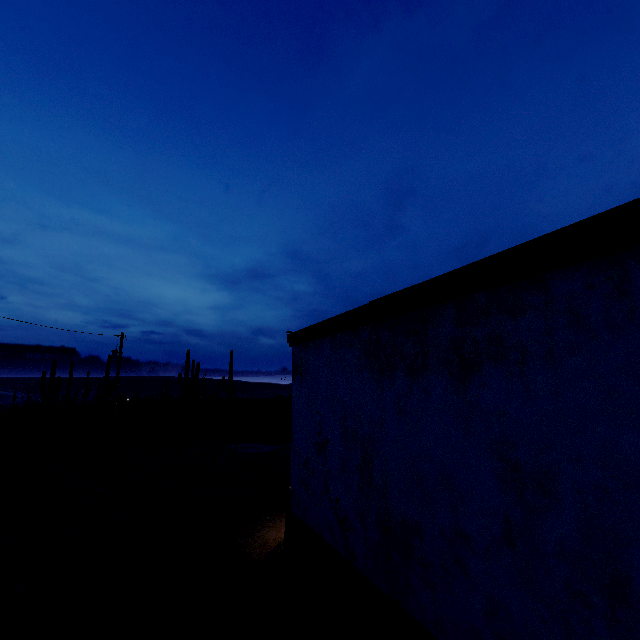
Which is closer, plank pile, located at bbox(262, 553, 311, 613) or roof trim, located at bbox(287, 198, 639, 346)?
roof trim, located at bbox(287, 198, 639, 346)

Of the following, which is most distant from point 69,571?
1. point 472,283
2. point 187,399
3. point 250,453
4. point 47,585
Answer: point 187,399

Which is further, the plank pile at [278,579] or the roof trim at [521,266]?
the plank pile at [278,579]

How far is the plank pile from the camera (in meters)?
4.80

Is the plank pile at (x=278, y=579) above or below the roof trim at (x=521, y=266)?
below

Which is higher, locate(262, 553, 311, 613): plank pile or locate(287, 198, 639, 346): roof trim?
locate(287, 198, 639, 346): roof trim
